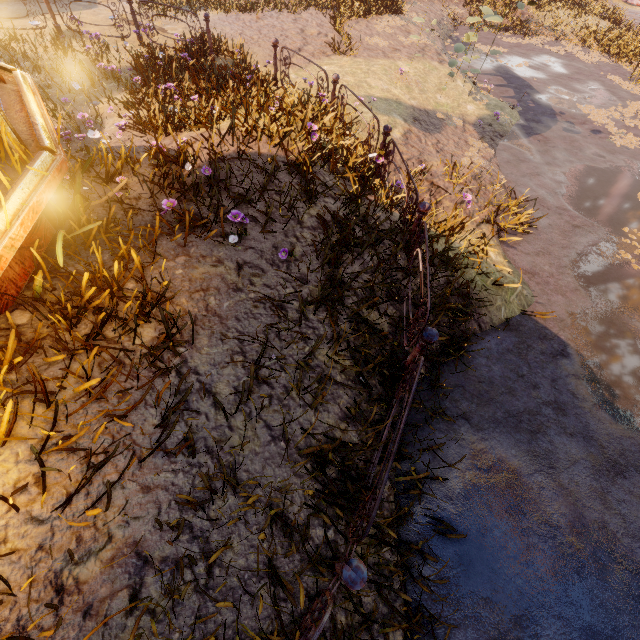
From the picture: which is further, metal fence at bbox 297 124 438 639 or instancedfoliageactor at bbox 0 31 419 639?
instancedfoliageactor at bbox 0 31 419 639

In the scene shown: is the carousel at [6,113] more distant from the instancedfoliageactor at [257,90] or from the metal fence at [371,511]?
the metal fence at [371,511]

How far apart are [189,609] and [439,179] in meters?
7.4

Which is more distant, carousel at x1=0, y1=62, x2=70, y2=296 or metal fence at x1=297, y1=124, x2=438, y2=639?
carousel at x1=0, y1=62, x2=70, y2=296

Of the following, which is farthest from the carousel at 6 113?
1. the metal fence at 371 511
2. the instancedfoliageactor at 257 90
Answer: the metal fence at 371 511

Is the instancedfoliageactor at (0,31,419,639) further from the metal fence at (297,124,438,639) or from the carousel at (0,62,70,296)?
the metal fence at (297,124,438,639)

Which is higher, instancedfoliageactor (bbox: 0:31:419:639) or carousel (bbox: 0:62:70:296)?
carousel (bbox: 0:62:70:296)
